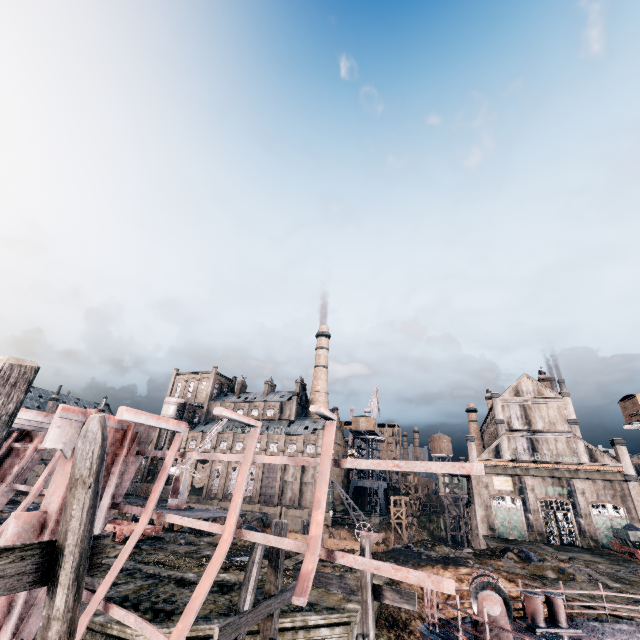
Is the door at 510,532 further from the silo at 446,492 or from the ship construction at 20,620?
the ship construction at 20,620

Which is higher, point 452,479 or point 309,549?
point 452,479

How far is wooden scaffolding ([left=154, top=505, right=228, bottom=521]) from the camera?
31.6m

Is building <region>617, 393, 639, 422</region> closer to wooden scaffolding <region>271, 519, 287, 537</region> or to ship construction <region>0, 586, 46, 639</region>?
wooden scaffolding <region>271, 519, 287, 537</region>

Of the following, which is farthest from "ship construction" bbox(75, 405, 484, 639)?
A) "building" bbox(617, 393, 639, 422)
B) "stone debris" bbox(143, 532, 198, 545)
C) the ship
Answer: "building" bbox(617, 393, 639, 422)

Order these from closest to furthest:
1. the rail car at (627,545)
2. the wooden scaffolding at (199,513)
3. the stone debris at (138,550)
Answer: the stone debris at (138,550) → the wooden scaffolding at (199,513) → the rail car at (627,545)

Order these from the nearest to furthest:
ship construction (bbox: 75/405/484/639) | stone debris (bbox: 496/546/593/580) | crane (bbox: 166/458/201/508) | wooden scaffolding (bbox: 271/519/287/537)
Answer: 1. ship construction (bbox: 75/405/484/639)
2. wooden scaffolding (bbox: 271/519/287/537)
3. stone debris (bbox: 496/546/593/580)
4. crane (bbox: 166/458/201/508)

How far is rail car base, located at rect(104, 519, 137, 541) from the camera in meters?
24.4 m
